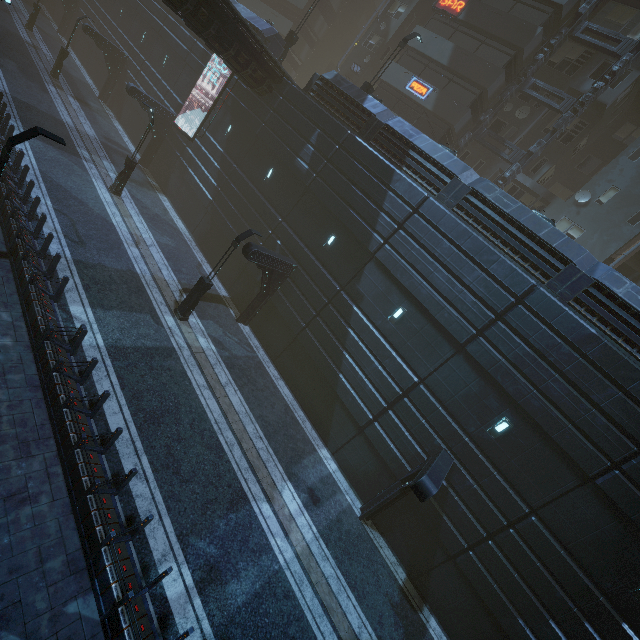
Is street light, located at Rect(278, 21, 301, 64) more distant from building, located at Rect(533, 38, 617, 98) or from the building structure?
the building structure

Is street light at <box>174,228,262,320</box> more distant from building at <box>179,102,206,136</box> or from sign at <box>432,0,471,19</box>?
sign at <box>432,0,471,19</box>

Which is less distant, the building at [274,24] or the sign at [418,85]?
the building at [274,24]

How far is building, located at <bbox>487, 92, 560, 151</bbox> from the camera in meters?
23.9 m

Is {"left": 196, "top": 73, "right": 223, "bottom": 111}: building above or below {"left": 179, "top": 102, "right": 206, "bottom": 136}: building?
above

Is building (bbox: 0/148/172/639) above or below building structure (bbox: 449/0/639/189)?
below

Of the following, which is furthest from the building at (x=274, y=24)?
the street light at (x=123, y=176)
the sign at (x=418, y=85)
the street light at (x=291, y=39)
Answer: the street light at (x=123, y=176)

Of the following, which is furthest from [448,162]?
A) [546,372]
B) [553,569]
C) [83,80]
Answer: [83,80]
